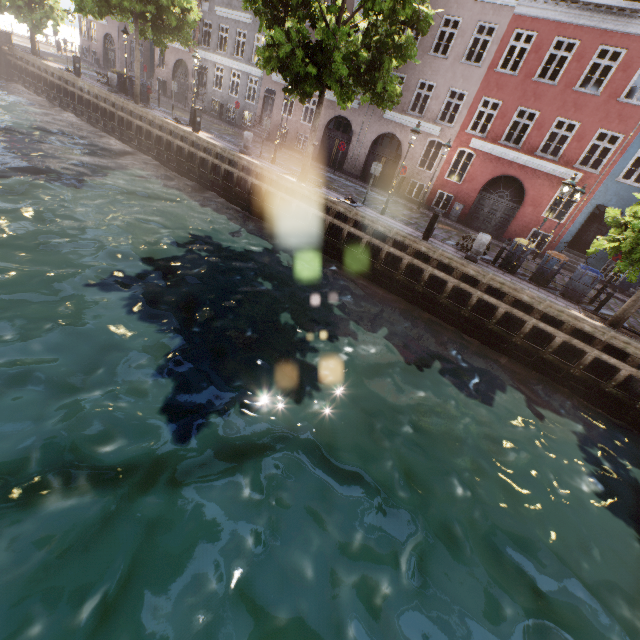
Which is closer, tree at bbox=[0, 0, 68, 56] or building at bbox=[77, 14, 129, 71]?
tree at bbox=[0, 0, 68, 56]

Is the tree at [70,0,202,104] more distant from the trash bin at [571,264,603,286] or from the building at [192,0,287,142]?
the building at [192,0,287,142]

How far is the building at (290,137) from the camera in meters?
24.0

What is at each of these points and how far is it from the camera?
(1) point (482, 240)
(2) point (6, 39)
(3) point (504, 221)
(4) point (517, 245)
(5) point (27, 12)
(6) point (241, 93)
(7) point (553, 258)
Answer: (1) pillar, 12.3 meters
(2) bridge, 25.6 meters
(3) building, 19.4 meters
(4) trash bin, 13.0 meters
(5) tree, 23.3 meters
(6) building, 26.6 meters
(7) trash bin, 12.7 meters

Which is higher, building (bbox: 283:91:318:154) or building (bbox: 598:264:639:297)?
building (bbox: 283:91:318:154)

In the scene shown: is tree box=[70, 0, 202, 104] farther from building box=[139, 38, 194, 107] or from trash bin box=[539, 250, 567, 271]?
building box=[139, 38, 194, 107]

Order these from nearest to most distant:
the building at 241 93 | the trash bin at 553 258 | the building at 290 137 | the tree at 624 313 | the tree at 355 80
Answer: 1. the tree at 624 313
2. the tree at 355 80
3. the trash bin at 553 258
4. the building at 290 137
5. the building at 241 93
